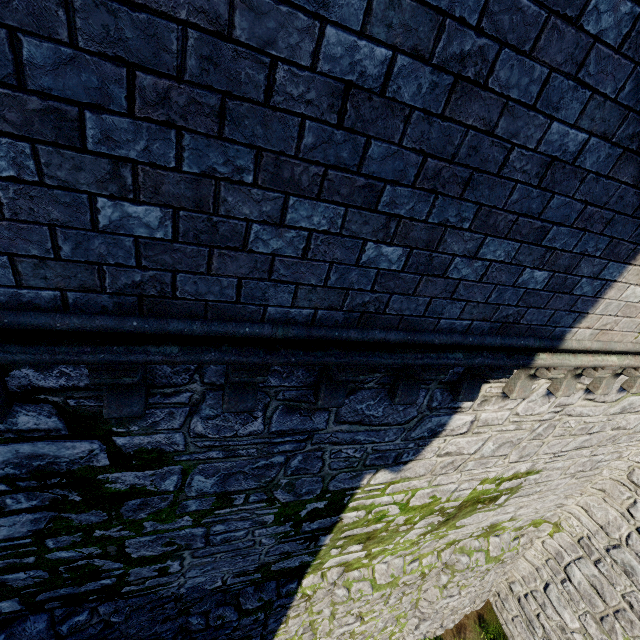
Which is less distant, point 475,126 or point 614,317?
point 475,126
